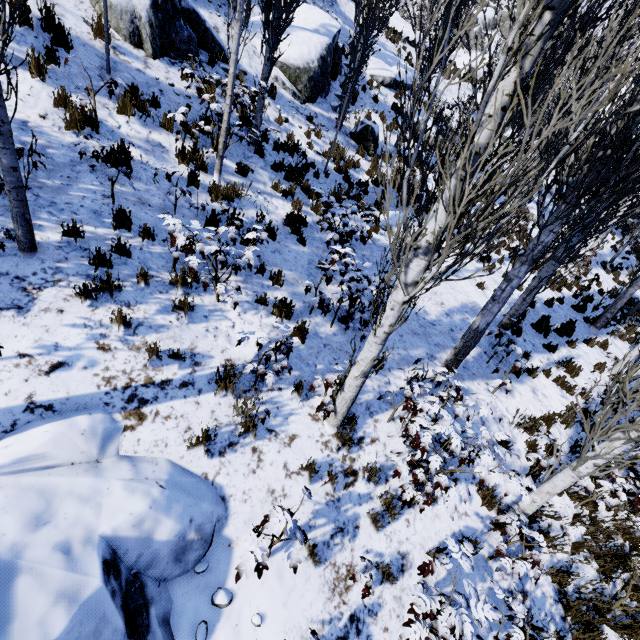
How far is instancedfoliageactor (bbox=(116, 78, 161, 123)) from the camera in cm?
616

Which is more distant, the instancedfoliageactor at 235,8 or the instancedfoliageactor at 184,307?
the instancedfoliageactor at 235,8

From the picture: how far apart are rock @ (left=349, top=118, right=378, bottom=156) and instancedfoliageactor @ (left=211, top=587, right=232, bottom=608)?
14.1m

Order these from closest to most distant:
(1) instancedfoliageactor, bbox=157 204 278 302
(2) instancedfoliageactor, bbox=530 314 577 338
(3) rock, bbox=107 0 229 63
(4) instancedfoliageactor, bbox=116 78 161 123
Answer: (1) instancedfoliageactor, bbox=157 204 278 302 → (4) instancedfoliageactor, bbox=116 78 161 123 → (3) rock, bbox=107 0 229 63 → (2) instancedfoliageactor, bbox=530 314 577 338

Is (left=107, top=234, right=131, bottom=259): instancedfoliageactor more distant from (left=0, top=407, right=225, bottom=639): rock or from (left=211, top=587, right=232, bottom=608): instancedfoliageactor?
(left=211, top=587, right=232, bottom=608): instancedfoliageactor

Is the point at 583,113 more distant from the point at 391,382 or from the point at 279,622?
the point at 279,622

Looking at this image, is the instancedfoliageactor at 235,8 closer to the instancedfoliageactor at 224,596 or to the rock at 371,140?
the rock at 371,140
